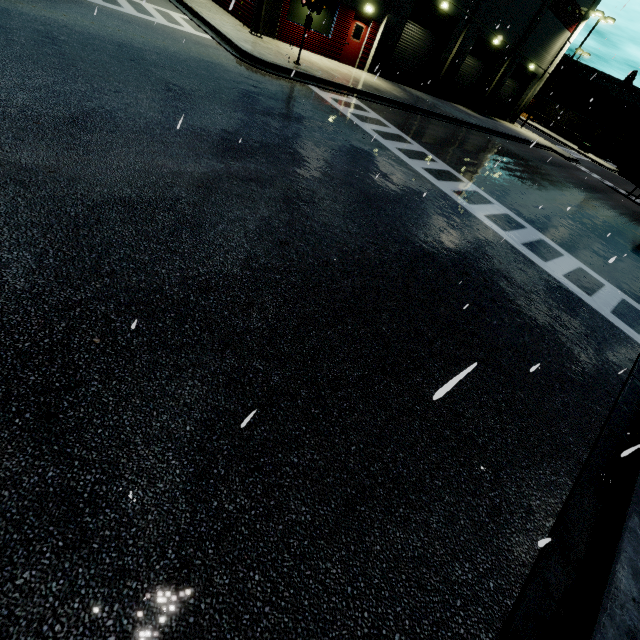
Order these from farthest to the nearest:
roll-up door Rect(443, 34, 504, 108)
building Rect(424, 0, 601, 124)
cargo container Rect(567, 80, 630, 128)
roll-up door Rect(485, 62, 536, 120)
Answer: cargo container Rect(567, 80, 630, 128)
roll-up door Rect(485, 62, 536, 120)
roll-up door Rect(443, 34, 504, 108)
building Rect(424, 0, 601, 124)

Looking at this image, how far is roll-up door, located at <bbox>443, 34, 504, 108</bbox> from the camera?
25.8m

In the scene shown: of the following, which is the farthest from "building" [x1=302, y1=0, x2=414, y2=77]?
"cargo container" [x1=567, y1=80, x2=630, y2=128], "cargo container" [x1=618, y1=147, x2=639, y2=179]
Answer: "cargo container" [x1=567, y1=80, x2=630, y2=128]

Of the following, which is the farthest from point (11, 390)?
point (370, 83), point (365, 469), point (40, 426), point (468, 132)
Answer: point (468, 132)

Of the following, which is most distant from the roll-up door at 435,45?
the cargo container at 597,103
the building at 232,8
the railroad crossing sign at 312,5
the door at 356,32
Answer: the railroad crossing sign at 312,5

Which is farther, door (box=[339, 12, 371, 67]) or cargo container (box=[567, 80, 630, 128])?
cargo container (box=[567, 80, 630, 128])

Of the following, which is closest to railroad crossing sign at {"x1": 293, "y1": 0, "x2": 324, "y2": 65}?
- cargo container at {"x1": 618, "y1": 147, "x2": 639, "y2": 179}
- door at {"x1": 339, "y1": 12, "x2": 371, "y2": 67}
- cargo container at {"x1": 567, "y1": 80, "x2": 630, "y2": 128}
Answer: door at {"x1": 339, "y1": 12, "x2": 371, "y2": 67}

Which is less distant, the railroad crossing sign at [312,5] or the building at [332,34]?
the railroad crossing sign at [312,5]
